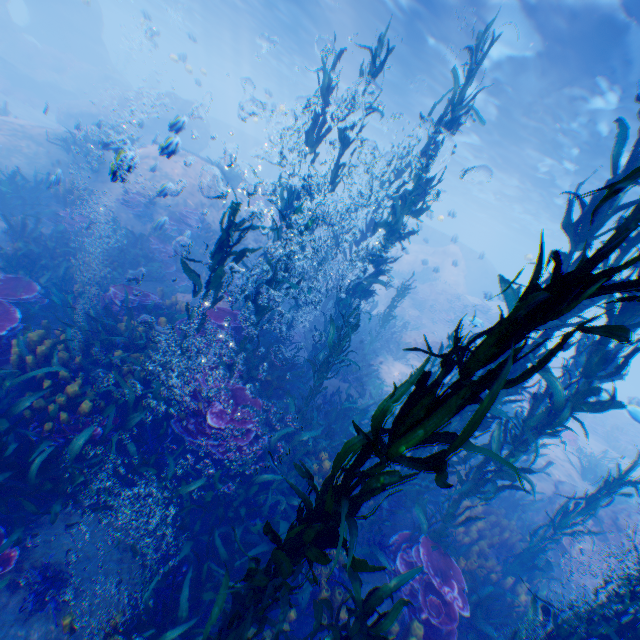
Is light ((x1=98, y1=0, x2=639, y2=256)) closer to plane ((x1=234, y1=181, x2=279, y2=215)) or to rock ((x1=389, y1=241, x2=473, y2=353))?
rock ((x1=389, y1=241, x2=473, y2=353))

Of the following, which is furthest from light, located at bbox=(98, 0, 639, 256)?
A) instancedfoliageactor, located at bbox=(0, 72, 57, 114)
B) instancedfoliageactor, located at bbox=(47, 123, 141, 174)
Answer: instancedfoliageactor, located at bbox=(0, 72, 57, 114)

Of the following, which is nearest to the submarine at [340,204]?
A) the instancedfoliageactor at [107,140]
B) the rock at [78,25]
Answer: the rock at [78,25]

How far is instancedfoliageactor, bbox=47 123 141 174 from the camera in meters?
9.0

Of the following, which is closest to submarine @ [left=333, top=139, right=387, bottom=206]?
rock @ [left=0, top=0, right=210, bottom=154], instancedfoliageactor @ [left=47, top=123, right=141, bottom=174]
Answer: rock @ [left=0, top=0, right=210, bottom=154]

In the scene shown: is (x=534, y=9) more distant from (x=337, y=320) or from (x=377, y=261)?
(x=337, y=320)

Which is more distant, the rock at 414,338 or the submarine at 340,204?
the submarine at 340,204
